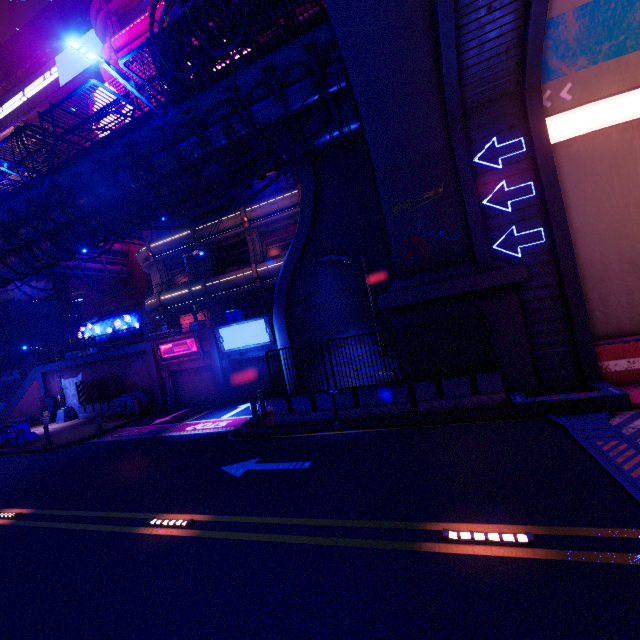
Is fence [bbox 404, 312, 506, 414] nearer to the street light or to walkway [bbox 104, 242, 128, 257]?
the street light

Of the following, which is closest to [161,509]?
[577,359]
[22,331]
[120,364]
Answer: [577,359]

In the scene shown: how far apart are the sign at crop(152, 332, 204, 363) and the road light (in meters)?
17.76

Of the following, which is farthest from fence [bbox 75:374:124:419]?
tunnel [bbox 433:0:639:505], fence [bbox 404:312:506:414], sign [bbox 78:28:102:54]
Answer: sign [bbox 78:28:102:54]

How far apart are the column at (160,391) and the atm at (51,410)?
10.56m

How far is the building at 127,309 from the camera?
40.3 meters

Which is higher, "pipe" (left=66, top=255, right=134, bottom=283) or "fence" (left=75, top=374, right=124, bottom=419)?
"pipe" (left=66, top=255, right=134, bottom=283)

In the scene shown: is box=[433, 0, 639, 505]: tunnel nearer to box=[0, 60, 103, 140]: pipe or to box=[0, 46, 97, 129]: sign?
box=[0, 60, 103, 140]: pipe
